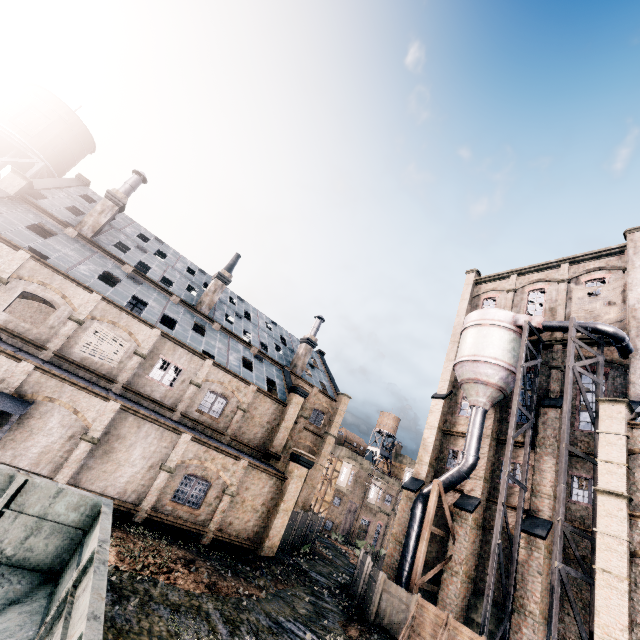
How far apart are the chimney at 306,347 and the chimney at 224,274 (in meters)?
10.78

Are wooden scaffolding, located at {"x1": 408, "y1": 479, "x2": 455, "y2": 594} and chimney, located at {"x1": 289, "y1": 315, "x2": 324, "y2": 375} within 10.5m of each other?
no

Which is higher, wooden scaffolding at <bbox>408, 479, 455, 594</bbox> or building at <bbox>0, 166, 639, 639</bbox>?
wooden scaffolding at <bbox>408, 479, 455, 594</bbox>

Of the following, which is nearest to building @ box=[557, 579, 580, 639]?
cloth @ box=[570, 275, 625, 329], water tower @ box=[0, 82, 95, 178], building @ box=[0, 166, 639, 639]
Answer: cloth @ box=[570, 275, 625, 329]

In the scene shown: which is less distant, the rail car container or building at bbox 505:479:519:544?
the rail car container

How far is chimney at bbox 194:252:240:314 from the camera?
31.3 meters

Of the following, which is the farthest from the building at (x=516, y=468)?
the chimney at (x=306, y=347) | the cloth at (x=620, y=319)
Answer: the chimney at (x=306, y=347)

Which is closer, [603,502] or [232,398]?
[603,502]
